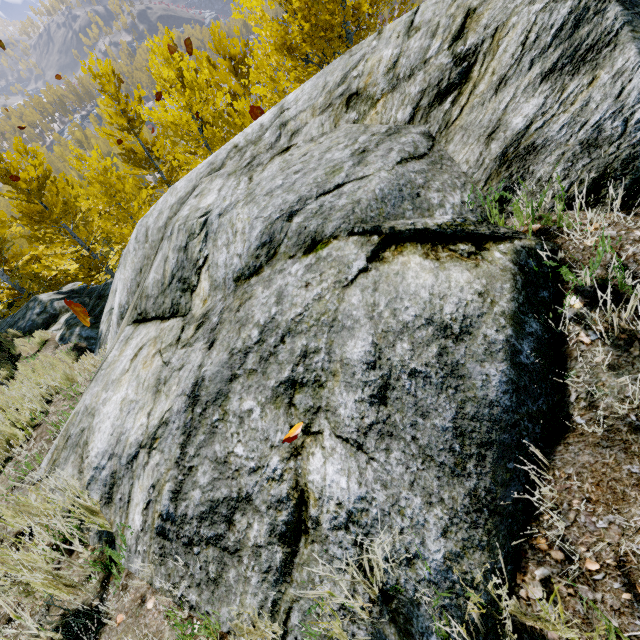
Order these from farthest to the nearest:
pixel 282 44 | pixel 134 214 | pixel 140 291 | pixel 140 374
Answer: pixel 134 214
pixel 282 44
pixel 140 291
pixel 140 374

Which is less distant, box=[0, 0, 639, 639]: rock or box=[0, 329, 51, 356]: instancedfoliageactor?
box=[0, 0, 639, 639]: rock

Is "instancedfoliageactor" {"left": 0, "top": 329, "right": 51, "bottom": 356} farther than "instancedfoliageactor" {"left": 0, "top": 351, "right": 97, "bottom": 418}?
Yes

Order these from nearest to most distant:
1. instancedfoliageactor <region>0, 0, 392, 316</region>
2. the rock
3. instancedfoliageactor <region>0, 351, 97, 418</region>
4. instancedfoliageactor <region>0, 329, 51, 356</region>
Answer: the rock
instancedfoliageactor <region>0, 351, 97, 418</region>
instancedfoliageactor <region>0, 0, 392, 316</region>
instancedfoliageactor <region>0, 329, 51, 356</region>

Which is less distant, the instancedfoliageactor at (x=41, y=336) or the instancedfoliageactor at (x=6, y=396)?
the instancedfoliageactor at (x=6, y=396)

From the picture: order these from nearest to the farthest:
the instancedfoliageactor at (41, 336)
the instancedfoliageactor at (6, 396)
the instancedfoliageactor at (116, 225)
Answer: the instancedfoliageactor at (6, 396) → the instancedfoliageactor at (116, 225) → the instancedfoliageactor at (41, 336)

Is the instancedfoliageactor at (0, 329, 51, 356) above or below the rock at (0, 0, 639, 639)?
below
